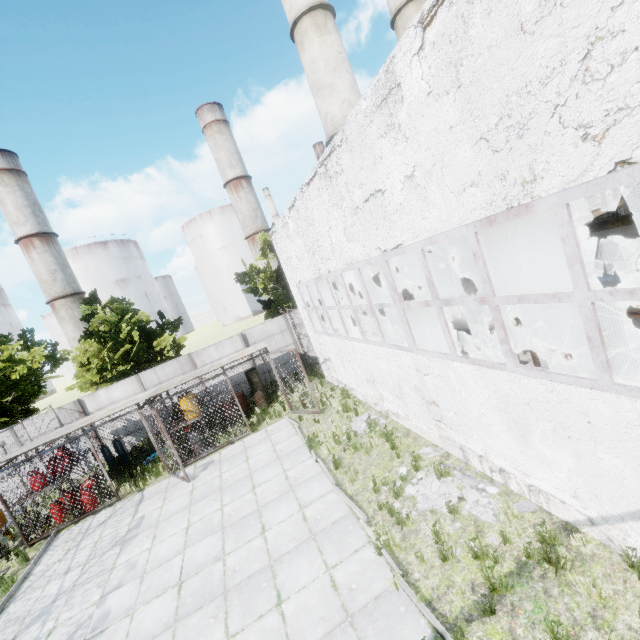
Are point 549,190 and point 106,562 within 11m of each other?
no

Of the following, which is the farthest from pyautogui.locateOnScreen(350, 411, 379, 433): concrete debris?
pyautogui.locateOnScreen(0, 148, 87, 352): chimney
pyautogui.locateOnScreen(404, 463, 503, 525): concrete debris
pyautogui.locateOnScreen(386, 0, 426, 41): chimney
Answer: pyautogui.locateOnScreen(0, 148, 87, 352): chimney

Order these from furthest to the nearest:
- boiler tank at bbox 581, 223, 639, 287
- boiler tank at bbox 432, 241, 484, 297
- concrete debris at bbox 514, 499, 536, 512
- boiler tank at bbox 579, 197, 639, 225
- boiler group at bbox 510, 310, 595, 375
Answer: boiler tank at bbox 432, 241, 484, 297 < boiler tank at bbox 579, 197, 639, 225 < boiler tank at bbox 581, 223, 639, 287 < concrete debris at bbox 514, 499, 536, 512 < boiler group at bbox 510, 310, 595, 375

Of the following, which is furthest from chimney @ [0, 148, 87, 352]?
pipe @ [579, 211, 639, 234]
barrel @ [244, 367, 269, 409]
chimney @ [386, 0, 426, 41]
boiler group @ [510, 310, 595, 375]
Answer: pipe @ [579, 211, 639, 234]

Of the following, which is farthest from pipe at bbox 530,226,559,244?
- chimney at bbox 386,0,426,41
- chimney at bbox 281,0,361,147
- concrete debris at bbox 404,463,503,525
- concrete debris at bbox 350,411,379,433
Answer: concrete debris at bbox 350,411,379,433

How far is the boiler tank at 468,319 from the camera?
12.1m

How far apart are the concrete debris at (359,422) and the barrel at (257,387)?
6.28m

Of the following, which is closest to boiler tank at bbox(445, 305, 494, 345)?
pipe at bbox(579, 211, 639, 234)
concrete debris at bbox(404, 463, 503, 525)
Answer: concrete debris at bbox(404, 463, 503, 525)
